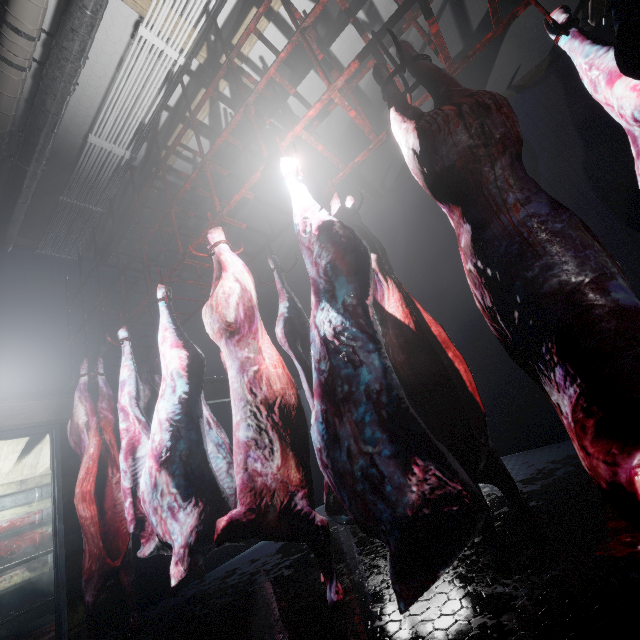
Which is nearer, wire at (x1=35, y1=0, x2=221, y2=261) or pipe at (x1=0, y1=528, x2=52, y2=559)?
wire at (x1=35, y1=0, x2=221, y2=261)

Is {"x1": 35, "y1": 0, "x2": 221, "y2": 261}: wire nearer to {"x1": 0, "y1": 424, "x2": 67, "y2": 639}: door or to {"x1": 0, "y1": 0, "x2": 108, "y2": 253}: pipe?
{"x1": 0, "y1": 0, "x2": 108, "y2": 253}: pipe

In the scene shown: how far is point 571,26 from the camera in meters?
1.4 m

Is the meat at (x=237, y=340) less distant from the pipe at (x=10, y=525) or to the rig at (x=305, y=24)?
the rig at (x=305, y=24)

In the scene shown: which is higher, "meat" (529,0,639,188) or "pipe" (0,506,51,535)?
"meat" (529,0,639,188)

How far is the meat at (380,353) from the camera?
0.98m

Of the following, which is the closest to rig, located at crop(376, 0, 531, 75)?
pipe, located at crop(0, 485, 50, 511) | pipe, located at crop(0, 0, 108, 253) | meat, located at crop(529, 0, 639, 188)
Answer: meat, located at crop(529, 0, 639, 188)
